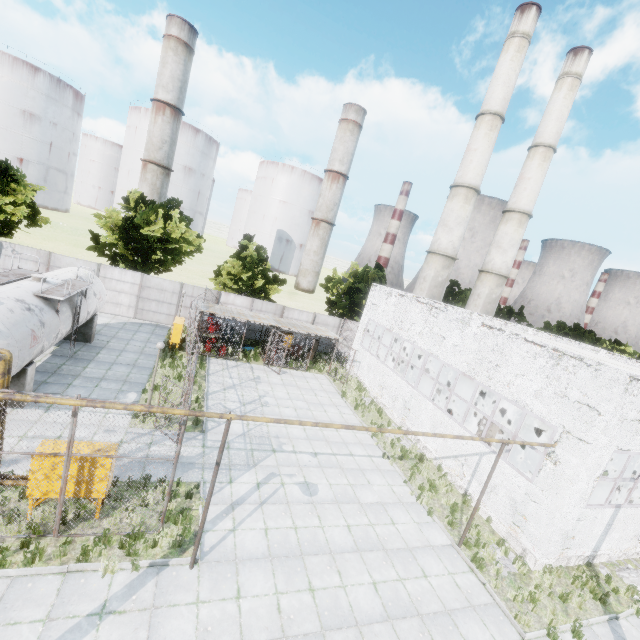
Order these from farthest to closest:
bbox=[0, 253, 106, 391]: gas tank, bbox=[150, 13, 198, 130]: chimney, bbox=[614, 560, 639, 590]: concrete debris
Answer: bbox=[150, 13, 198, 130]: chimney → bbox=[614, 560, 639, 590]: concrete debris → bbox=[0, 253, 106, 391]: gas tank

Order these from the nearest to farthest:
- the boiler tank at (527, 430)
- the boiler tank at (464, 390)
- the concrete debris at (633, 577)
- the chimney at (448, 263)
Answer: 1. the concrete debris at (633, 577)
2. the boiler tank at (527, 430)
3. the boiler tank at (464, 390)
4. the chimney at (448, 263)

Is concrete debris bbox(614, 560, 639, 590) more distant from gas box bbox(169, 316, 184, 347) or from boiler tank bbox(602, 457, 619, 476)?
gas box bbox(169, 316, 184, 347)

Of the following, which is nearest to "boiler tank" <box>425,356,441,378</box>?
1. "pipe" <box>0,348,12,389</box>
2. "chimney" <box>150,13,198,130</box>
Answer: "pipe" <box>0,348,12,389</box>

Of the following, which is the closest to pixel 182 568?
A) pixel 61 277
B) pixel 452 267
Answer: pixel 61 277

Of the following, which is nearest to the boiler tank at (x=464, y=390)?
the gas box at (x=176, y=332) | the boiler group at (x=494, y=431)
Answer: the boiler group at (x=494, y=431)

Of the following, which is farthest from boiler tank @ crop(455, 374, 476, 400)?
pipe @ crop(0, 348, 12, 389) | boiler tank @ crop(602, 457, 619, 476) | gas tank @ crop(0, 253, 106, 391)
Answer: gas tank @ crop(0, 253, 106, 391)

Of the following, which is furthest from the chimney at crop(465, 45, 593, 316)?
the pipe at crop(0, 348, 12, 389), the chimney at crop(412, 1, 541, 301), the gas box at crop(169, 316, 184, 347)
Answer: the gas box at crop(169, 316, 184, 347)
